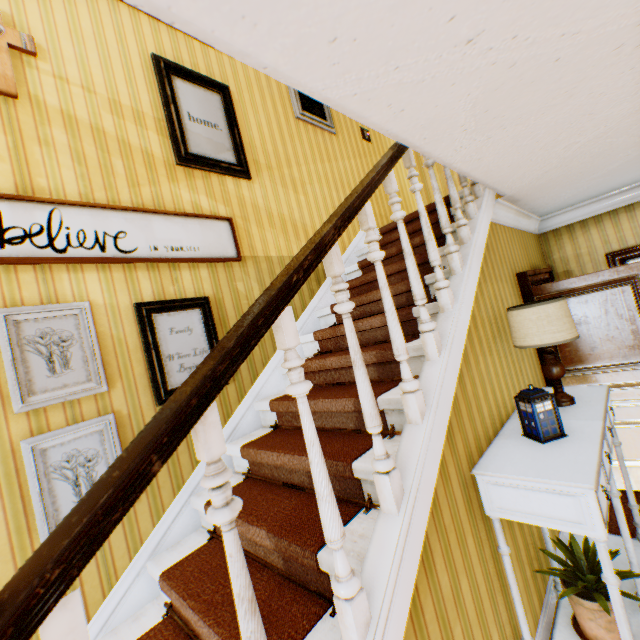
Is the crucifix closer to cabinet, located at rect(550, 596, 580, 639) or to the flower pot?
cabinet, located at rect(550, 596, 580, 639)

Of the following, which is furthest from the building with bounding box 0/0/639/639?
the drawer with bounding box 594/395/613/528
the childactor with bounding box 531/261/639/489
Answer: the drawer with bounding box 594/395/613/528

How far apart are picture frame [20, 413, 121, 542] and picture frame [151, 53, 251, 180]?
2.1 meters

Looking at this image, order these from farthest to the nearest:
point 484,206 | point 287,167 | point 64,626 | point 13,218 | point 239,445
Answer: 1. point 287,167
2. point 484,206
3. point 239,445
4. point 13,218
5. point 64,626

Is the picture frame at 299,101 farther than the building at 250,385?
Yes

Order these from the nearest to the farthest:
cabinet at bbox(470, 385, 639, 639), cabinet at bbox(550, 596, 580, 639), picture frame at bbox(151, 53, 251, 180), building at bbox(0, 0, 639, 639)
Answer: building at bbox(0, 0, 639, 639) < cabinet at bbox(470, 385, 639, 639) < cabinet at bbox(550, 596, 580, 639) < picture frame at bbox(151, 53, 251, 180)

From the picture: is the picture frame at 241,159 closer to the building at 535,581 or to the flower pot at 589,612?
the building at 535,581

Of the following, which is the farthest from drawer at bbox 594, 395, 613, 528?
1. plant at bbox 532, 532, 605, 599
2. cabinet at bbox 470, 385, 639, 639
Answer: plant at bbox 532, 532, 605, 599
